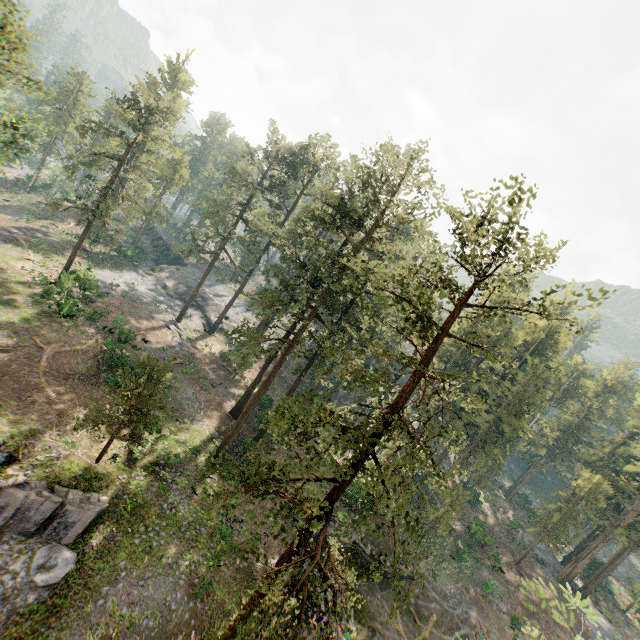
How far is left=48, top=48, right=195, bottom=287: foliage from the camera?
32.7m

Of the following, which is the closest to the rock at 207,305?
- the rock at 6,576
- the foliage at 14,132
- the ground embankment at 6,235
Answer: the foliage at 14,132

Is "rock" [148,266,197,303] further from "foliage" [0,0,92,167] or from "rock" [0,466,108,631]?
"rock" [0,466,108,631]

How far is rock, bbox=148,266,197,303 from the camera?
54.09m

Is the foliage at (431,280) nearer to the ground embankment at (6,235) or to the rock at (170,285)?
the rock at (170,285)

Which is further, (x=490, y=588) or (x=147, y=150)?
(x=147, y=150)

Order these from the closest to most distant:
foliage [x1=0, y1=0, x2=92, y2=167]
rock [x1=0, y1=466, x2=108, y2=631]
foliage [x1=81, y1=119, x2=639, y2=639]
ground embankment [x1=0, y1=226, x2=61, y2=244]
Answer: foliage [x1=81, y1=119, x2=639, y2=639]
rock [x1=0, y1=466, x2=108, y2=631]
foliage [x1=0, y1=0, x2=92, y2=167]
ground embankment [x1=0, y1=226, x2=61, y2=244]

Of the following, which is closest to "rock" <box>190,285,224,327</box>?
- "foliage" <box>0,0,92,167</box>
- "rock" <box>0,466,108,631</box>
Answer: "foliage" <box>0,0,92,167</box>
